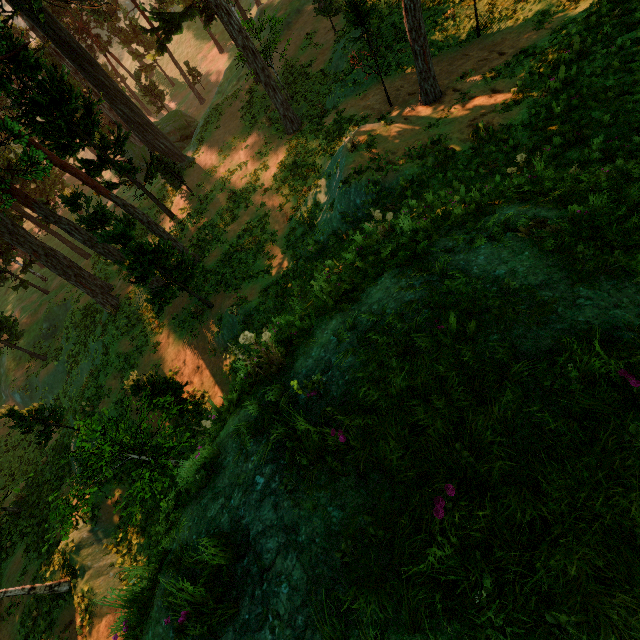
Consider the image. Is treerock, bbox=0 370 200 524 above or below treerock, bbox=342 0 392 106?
below

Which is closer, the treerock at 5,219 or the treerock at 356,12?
the treerock at 356,12

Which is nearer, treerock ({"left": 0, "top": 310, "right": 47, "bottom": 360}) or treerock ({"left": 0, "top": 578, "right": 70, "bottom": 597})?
treerock ({"left": 0, "top": 578, "right": 70, "bottom": 597})

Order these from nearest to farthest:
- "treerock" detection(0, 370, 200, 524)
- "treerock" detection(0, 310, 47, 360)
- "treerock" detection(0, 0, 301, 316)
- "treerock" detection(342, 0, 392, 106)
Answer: "treerock" detection(0, 370, 200, 524), "treerock" detection(342, 0, 392, 106), "treerock" detection(0, 0, 301, 316), "treerock" detection(0, 310, 47, 360)

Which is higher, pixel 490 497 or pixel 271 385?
pixel 490 497

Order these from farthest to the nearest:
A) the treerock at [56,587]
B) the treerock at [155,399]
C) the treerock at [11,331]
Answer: the treerock at [11,331], the treerock at [56,587], the treerock at [155,399]
